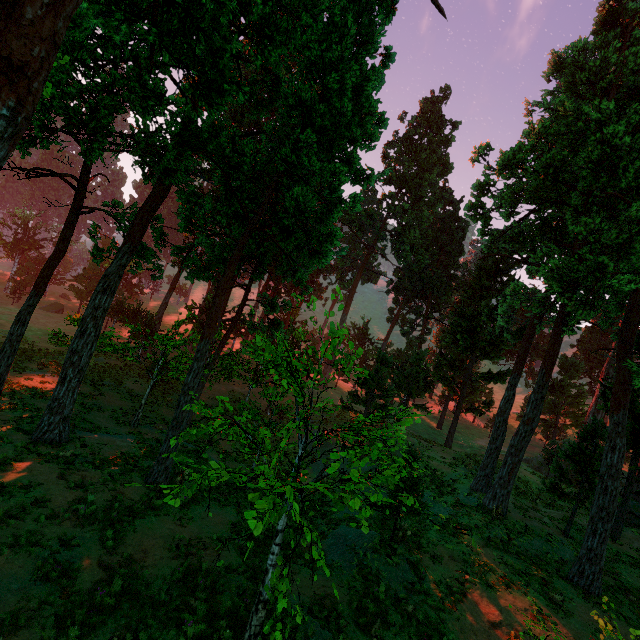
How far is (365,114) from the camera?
13.66m
